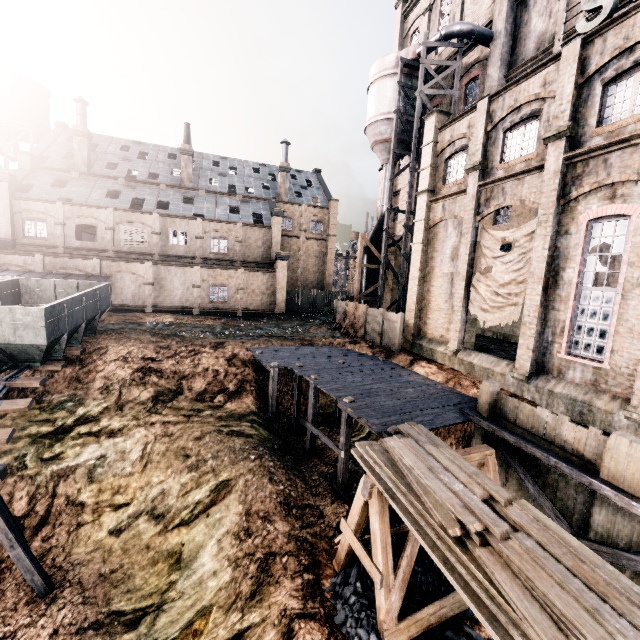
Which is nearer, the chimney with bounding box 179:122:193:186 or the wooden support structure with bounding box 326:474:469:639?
the wooden support structure with bounding box 326:474:469:639

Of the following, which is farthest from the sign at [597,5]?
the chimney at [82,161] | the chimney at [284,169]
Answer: the chimney at [82,161]

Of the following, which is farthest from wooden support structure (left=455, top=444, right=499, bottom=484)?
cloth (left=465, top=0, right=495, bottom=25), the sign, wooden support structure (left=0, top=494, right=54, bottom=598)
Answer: cloth (left=465, top=0, right=495, bottom=25)

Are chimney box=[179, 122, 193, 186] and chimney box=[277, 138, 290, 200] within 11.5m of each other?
yes

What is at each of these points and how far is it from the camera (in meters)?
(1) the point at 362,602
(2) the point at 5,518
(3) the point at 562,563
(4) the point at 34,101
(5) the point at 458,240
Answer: (1) coal pile, 8.83
(2) wooden support structure, 10.32
(3) wood pile, 5.54
(4) water tower, 40.88
(5) building, 19.42

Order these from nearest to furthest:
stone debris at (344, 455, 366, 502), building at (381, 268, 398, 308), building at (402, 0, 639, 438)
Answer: building at (402, 0, 639, 438)
stone debris at (344, 455, 366, 502)
building at (381, 268, 398, 308)

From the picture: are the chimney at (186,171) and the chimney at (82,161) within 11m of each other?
yes

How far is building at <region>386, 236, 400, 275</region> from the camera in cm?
3128
